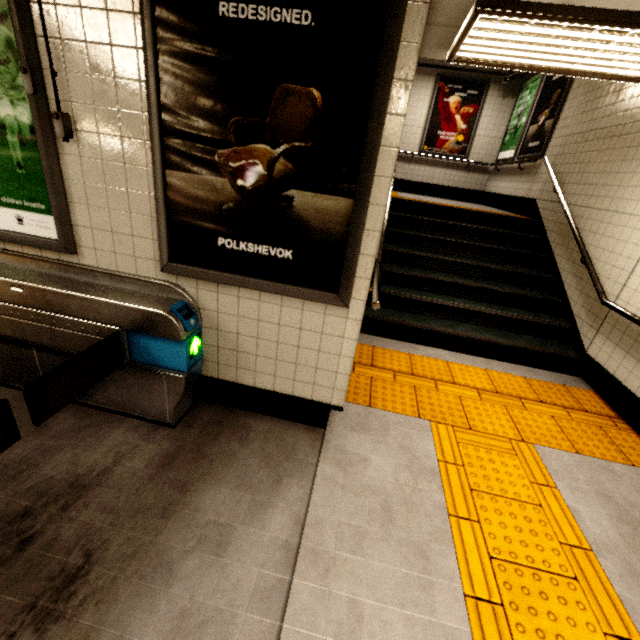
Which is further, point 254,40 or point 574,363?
point 574,363

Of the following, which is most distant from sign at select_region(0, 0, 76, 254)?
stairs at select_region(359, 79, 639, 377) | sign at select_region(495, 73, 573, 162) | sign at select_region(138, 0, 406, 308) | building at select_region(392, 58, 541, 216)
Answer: sign at select_region(495, 73, 573, 162)

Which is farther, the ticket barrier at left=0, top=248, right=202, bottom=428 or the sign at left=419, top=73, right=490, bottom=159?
the sign at left=419, top=73, right=490, bottom=159

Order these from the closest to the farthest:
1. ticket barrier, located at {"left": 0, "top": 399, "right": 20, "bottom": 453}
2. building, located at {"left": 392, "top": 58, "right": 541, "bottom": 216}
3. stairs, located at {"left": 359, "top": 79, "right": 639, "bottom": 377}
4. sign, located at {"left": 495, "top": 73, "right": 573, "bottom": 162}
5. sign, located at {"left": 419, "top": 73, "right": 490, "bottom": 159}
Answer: ticket barrier, located at {"left": 0, "top": 399, "right": 20, "bottom": 453}, stairs, located at {"left": 359, "top": 79, "right": 639, "bottom": 377}, sign, located at {"left": 495, "top": 73, "right": 573, "bottom": 162}, building, located at {"left": 392, "top": 58, "right": 541, "bottom": 216}, sign, located at {"left": 419, "top": 73, "right": 490, "bottom": 159}

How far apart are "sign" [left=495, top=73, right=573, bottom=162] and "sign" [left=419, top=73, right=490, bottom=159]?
1.75m

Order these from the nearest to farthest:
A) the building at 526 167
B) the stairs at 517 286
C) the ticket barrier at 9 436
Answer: the ticket barrier at 9 436 → the stairs at 517 286 → the building at 526 167

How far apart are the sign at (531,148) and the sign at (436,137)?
1.7m

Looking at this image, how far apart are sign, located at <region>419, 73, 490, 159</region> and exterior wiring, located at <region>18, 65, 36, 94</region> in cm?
882
